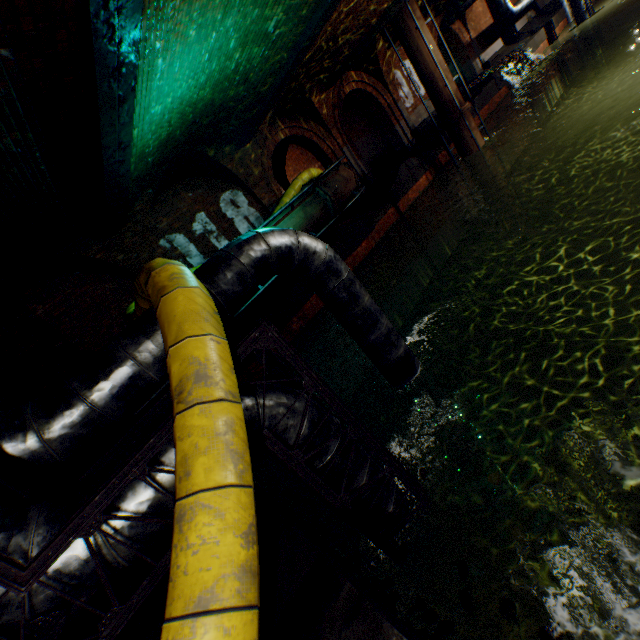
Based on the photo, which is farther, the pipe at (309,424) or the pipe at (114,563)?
the pipe at (309,424)

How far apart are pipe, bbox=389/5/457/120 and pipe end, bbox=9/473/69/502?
16.1 meters

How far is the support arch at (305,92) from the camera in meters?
12.4

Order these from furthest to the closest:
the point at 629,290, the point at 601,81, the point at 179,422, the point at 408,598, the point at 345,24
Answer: the point at 601,81 < the point at 345,24 < the point at 629,290 < the point at 408,598 < the point at 179,422

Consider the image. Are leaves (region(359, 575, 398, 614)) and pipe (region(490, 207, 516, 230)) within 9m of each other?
no

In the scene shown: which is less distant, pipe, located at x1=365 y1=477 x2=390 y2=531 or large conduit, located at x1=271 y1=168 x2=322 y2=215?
pipe, located at x1=365 y1=477 x2=390 y2=531

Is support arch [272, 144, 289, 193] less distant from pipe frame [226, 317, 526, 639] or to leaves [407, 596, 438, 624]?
pipe frame [226, 317, 526, 639]

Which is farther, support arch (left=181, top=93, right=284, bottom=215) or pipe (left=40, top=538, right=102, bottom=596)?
support arch (left=181, top=93, right=284, bottom=215)
